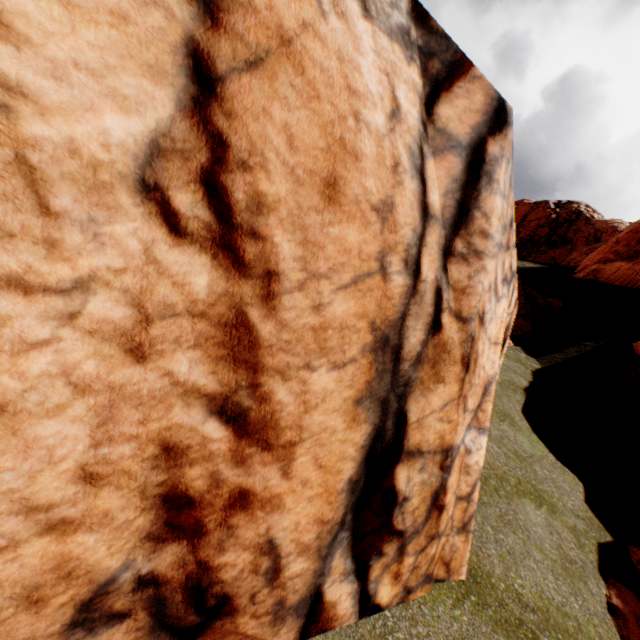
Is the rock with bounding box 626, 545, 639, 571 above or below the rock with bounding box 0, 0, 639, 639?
above

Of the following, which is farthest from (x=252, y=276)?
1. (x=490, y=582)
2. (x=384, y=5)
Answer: (x=490, y=582)

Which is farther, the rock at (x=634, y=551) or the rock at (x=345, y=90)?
the rock at (x=634, y=551)

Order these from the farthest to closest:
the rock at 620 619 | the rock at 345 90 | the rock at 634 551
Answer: the rock at 634 551, the rock at 620 619, the rock at 345 90

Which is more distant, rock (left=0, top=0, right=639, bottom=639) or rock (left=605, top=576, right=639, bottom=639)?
rock (left=605, top=576, right=639, bottom=639)
